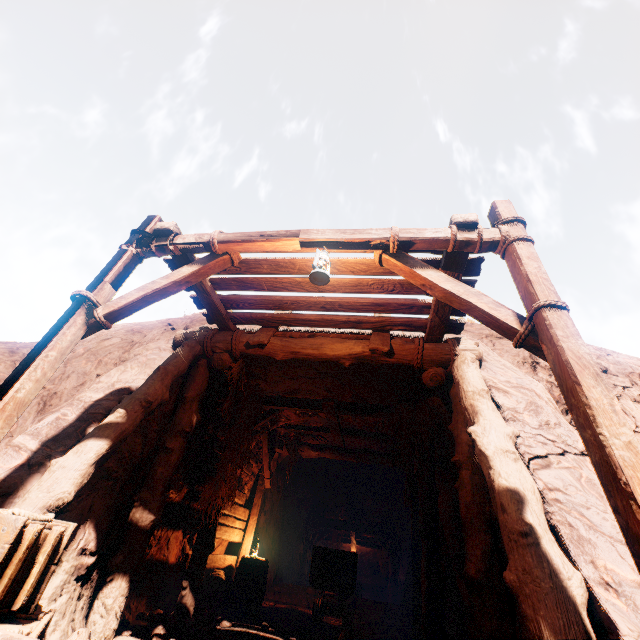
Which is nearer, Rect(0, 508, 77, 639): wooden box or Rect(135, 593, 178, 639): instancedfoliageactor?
Rect(0, 508, 77, 639): wooden box

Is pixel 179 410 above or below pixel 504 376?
below

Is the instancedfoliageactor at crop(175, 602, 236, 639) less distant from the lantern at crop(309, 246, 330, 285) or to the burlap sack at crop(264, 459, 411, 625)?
the burlap sack at crop(264, 459, 411, 625)

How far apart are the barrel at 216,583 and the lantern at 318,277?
6.7 meters

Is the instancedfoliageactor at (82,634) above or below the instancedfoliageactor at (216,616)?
above

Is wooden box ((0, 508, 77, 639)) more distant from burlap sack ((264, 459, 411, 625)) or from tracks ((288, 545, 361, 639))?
burlap sack ((264, 459, 411, 625))

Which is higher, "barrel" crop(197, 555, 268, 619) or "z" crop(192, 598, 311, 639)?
"barrel" crop(197, 555, 268, 619)
